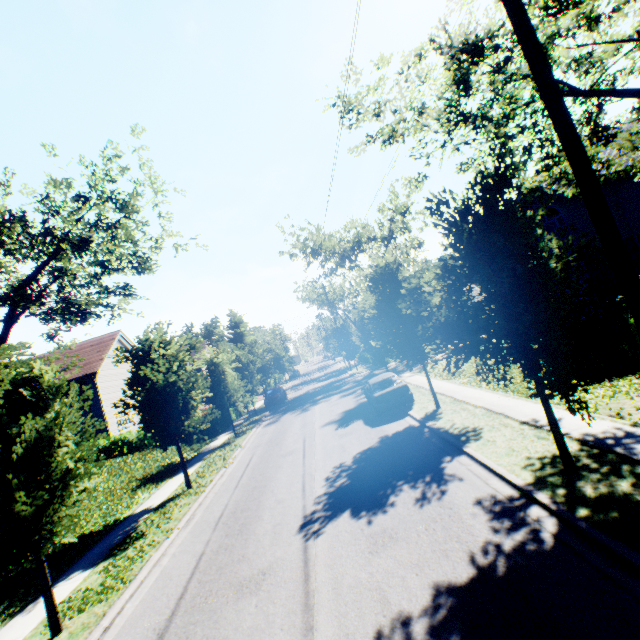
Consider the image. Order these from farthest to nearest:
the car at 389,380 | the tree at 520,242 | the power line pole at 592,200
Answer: the car at 389,380, the tree at 520,242, the power line pole at 592,200

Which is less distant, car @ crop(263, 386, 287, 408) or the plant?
the plant

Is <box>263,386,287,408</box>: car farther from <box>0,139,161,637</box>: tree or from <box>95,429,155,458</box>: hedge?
<box>95,429,155,458</box>: hedge

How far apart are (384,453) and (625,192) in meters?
18.6

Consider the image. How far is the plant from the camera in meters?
11.0 m

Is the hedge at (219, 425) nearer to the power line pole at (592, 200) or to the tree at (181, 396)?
the tree at (181, 396)

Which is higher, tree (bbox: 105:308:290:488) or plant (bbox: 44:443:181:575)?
tree (bbox: 105:308:290:488)

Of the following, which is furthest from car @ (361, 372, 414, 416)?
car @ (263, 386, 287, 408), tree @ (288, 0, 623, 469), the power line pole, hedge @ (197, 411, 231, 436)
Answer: car @ (263, 386, 287, 408)
